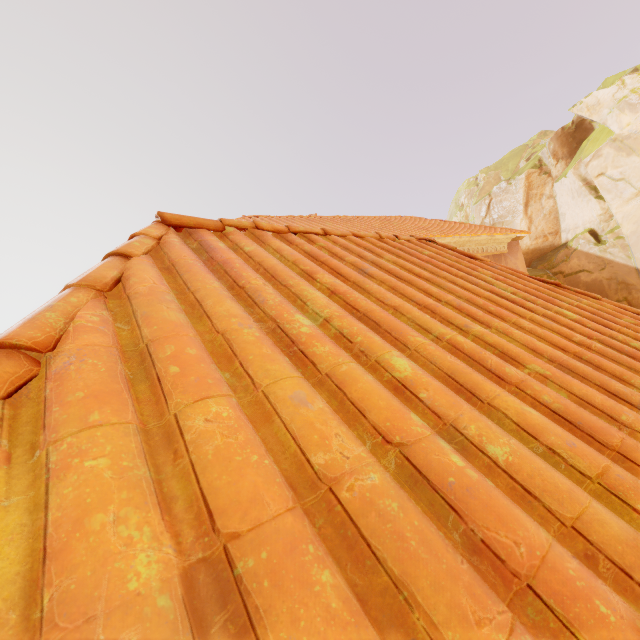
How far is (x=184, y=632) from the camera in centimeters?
50cm
